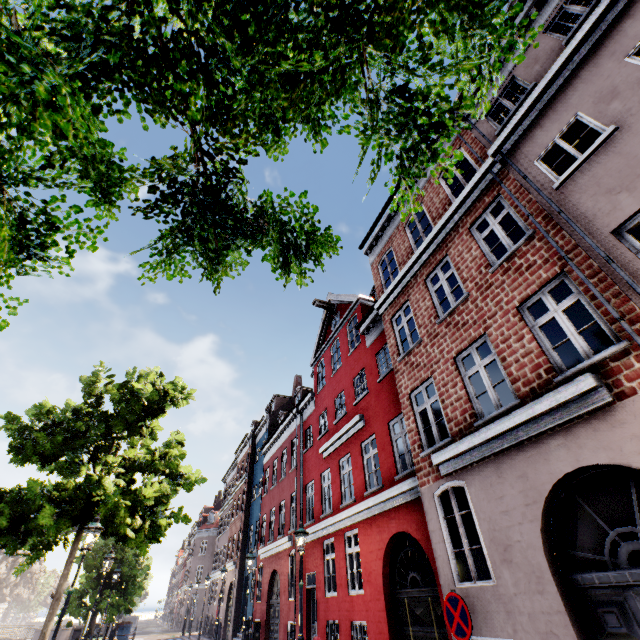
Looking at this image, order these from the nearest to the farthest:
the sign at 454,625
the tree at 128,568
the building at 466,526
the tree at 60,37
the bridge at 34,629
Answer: the tree at 60,37 → the sign at 454,625 → the building at 466,526 → the tree at 128,568 → the bridge at 34,629

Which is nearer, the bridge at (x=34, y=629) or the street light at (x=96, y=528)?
the street light at (x=96, y=528)

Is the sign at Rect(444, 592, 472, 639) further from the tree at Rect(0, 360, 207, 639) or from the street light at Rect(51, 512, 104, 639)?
the street light at Rect(51, 512, 104, 639)

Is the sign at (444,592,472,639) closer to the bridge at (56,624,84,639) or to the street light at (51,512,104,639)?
the street light at (51,512,104,639)

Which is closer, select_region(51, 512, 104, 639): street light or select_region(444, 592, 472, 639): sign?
select_region(444, 592, 472, 639): sign

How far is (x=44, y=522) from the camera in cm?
893

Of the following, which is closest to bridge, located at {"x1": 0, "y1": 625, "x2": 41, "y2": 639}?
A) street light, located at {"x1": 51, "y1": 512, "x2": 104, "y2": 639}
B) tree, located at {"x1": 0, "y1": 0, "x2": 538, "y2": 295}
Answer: tree, located at {"x1": 0, "y1": 0, "x2": 538, "y2": 295}

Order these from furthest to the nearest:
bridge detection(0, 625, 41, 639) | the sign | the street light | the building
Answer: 1. bridge detection(0, 625, 41, 639)
2. the street light
3. the building
4. the sign
